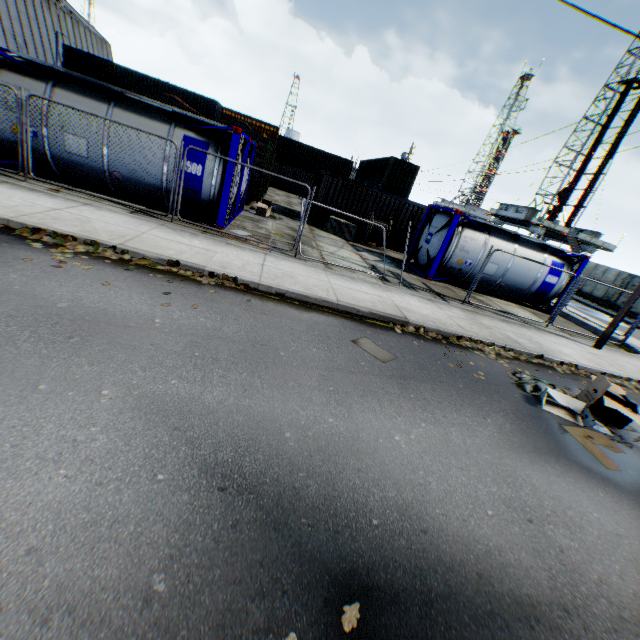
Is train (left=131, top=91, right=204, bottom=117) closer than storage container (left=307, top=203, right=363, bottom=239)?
Yes

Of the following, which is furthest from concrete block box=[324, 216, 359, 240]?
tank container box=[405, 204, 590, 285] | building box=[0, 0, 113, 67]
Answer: building box=[0, 0, 113, 67]

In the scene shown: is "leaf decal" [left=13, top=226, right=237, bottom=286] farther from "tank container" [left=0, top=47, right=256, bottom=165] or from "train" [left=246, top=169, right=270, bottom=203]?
"train" [left=246, top=169, right=270, bottom=203]

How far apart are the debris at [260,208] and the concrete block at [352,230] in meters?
3.2 m

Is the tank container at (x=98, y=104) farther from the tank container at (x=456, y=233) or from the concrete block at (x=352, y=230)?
the tank container at (x=456, y=233)

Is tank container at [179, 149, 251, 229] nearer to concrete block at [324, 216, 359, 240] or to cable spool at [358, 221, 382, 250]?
concrete block at [324, 216, 359, 240]

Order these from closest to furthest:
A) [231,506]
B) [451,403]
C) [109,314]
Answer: [231,506] < [109,314] < [451,403]

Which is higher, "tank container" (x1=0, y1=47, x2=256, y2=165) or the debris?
"tank container" (x1=0, y1=47, x2=256, y2=165)
